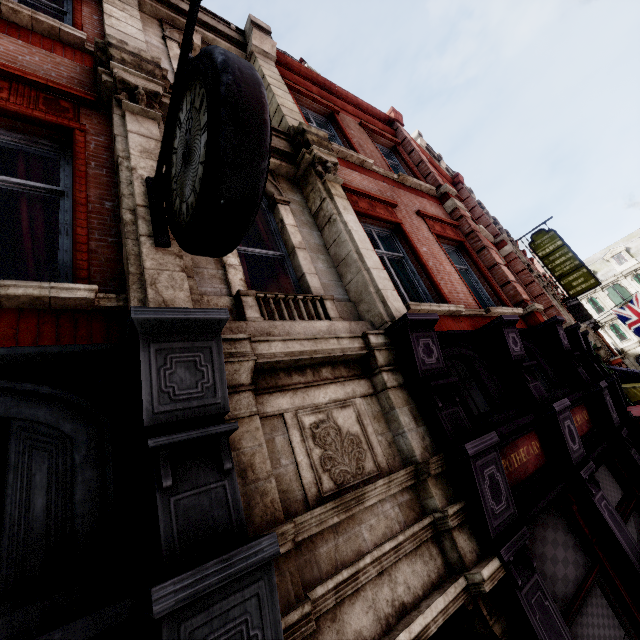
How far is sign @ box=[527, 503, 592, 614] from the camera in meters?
3.6

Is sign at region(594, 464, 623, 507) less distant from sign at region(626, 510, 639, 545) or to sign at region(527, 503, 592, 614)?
sign at region(626, 510, 639, 545)

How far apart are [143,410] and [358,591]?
2.1 meters

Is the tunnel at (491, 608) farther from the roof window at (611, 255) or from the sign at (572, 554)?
the roof window at (611, 255)

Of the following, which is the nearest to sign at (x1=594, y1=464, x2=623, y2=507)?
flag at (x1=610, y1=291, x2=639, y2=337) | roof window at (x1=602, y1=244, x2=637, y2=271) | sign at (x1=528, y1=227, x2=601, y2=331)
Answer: sign at (x1=528, y1=227, x2=601, y2=331)

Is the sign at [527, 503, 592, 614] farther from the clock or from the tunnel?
the clock

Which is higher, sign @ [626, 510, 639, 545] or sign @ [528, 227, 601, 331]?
sign @ [528, 227, 601, 331]

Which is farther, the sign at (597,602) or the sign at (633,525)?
the sign at (633,525)
